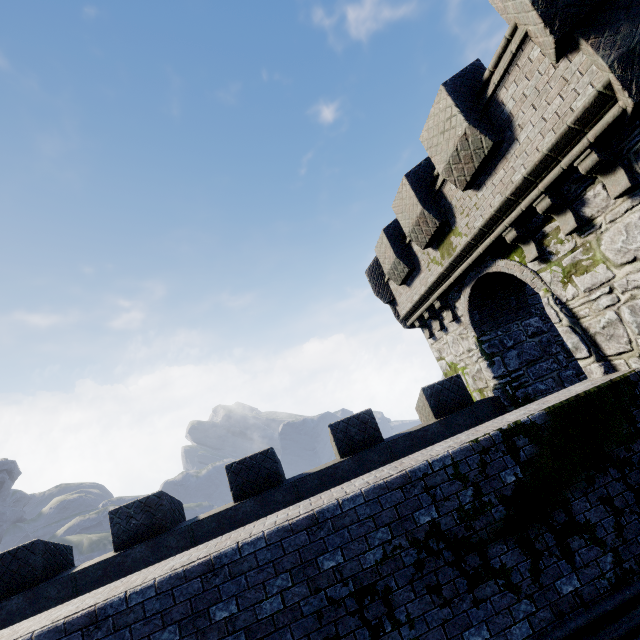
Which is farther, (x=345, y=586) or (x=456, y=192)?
(x=456, y=192)
